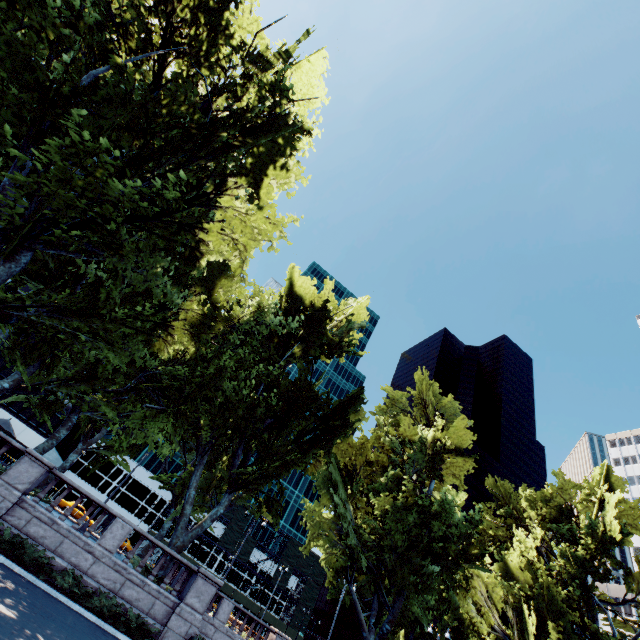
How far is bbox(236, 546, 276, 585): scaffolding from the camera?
58.8 meters

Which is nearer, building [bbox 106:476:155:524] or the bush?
the bush

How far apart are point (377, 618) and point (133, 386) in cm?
2225

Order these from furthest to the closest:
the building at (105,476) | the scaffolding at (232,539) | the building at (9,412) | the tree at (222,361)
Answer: the scaffolding at (232,539) → the building at (105,476) → the building at (9,412) → the tree at (222,361)

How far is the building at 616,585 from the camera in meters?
56.2 m

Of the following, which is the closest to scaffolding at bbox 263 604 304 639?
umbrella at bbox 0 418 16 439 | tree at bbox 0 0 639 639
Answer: tree at bbox 0 0 639 639

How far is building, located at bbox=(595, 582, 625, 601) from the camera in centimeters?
5622cm

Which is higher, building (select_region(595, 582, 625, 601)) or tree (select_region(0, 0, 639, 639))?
building (select_region(595, 582, 625, 601))
